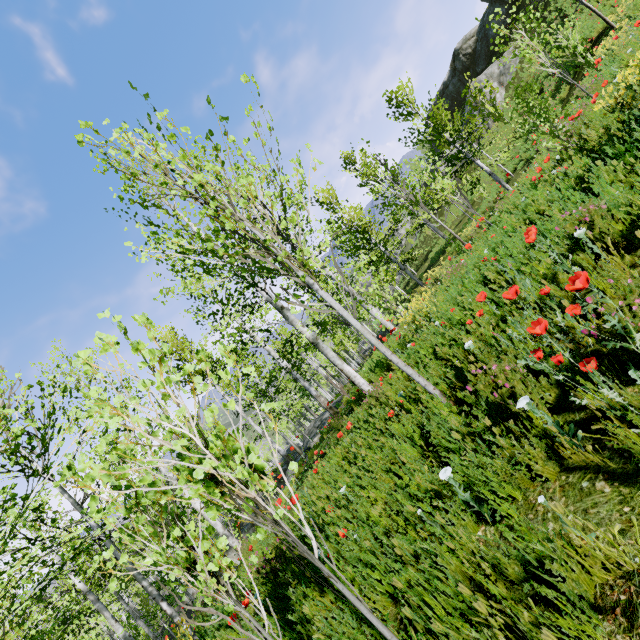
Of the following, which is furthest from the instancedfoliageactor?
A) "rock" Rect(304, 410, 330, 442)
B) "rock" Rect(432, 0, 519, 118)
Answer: "rock" Rect(432, 0, 519, 118)

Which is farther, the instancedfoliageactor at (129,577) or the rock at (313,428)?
the rock at (313,428)

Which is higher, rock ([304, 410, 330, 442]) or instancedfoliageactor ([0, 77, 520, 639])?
instancedfoliageactor ([0, 77, 520, 639])

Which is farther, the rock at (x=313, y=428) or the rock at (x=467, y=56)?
the rock at (x=467, y=56)

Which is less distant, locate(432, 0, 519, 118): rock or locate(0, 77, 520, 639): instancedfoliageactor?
locate(0, 77, 520, 639): instancedfoliageactor

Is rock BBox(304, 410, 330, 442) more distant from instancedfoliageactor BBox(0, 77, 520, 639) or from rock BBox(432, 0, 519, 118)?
rock BBox(432, 0, 519, 118)

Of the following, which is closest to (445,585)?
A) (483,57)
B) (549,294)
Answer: (549,294)

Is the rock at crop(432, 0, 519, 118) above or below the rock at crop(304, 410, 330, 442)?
above
